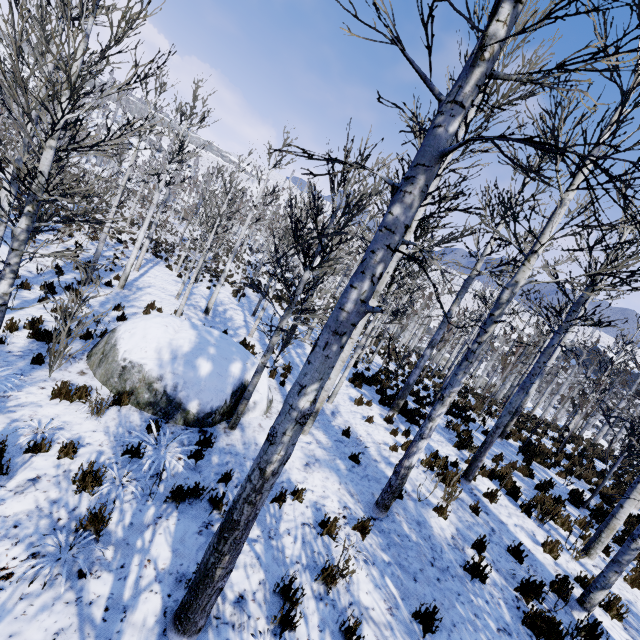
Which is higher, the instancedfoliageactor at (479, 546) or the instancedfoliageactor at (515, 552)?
the instancedfoliageactor at (515, 552)

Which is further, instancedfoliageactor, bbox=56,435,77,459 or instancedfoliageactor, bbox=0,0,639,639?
instancedfoliageactor, bbox=56,435,77,459

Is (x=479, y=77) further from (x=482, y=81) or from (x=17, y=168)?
(x=17, y=168)

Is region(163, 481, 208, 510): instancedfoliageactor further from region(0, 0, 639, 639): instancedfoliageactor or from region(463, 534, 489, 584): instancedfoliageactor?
region(463, 534, 489, 584): instancedfoliageactor

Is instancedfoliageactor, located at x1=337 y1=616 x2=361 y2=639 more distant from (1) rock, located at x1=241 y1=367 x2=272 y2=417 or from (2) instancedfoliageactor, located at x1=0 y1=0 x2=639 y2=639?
(2) instancedfoliageactor, located at x1=0 y1=0 x2=639 y2=639

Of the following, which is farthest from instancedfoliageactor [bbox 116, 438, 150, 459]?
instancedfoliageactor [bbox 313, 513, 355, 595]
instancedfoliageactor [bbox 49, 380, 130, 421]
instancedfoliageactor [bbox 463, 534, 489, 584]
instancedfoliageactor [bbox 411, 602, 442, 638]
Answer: instancedfoliageactor [bbox 313, 513, 355, 595]

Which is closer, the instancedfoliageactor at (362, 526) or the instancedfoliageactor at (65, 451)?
the instancedfoliageactor at (65, 451)

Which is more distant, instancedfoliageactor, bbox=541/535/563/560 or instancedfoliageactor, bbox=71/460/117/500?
instancedfoliageactor, bbox=541/535/563/560
